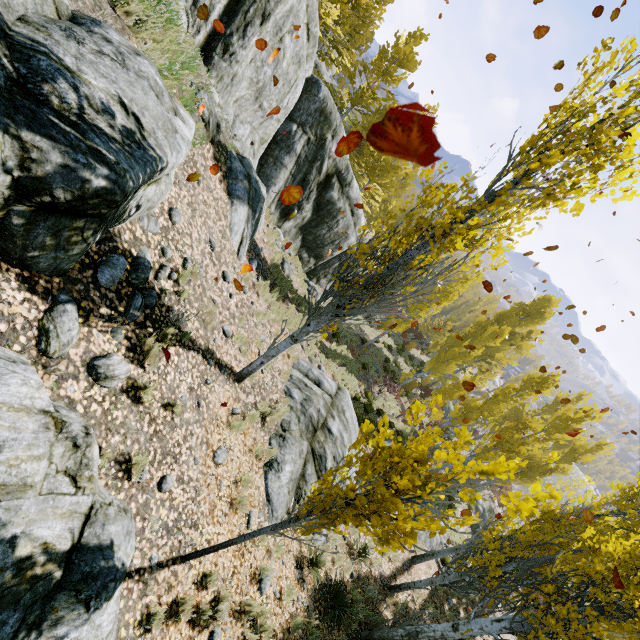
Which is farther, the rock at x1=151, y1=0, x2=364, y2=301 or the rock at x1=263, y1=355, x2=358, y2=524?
the rock at x1=151, y1=0, x2=364, y2=301

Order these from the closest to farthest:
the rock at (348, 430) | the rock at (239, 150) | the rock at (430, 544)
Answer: the rock at (348, 430)
the rock at (239, 150)
the rock at (430, 544)

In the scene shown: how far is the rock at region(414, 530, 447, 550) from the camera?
14.84m

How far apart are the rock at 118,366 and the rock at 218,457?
2.51m

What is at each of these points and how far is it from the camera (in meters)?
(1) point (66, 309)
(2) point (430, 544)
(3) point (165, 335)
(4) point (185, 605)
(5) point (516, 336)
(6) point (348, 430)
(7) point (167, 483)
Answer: (1) rock, 3.46
(2) rock, 15.06
(3) instancedfoliageactor, 5.02
(4) instancedfoliageactor, 4.38
(5) instancedfoliageactor, 29.41
(6) rock, 11.02
(7) rock, 4.66

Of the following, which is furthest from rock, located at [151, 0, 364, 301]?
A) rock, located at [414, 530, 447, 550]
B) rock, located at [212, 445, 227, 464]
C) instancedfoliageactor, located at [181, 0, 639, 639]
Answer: rock, located at [414, 530, 447, 550]

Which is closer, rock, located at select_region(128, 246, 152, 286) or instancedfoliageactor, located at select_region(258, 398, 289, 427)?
rock, located at select_region(128, 246, 152, 286)

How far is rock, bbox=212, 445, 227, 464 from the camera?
5.9 meters
